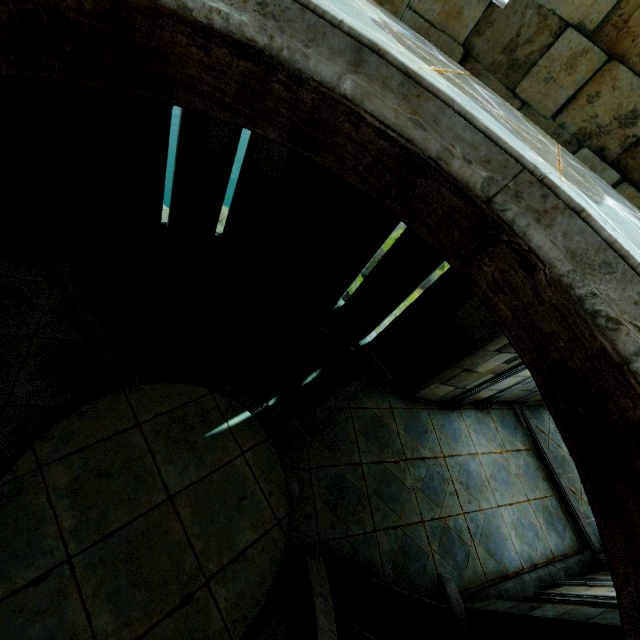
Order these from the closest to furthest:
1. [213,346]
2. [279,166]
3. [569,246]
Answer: [569,246], [279,166], [213,346]
